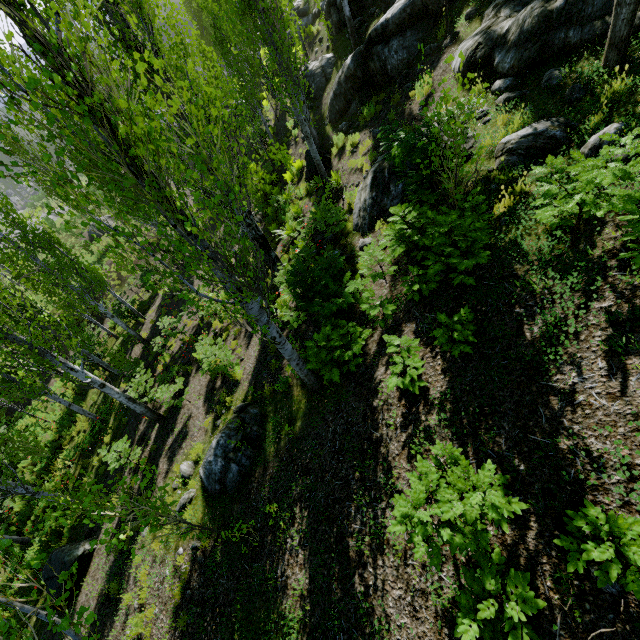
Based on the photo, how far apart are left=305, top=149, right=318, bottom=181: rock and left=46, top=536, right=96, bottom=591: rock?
14.8m

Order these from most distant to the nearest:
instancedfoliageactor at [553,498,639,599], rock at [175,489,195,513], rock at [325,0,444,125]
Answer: rock at [325,0,444,125] → rock at [175,489,195,513] → instancedfoliageactor at [553,498,639,599]

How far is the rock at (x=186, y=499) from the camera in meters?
7.6

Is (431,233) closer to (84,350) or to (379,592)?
(379,592)

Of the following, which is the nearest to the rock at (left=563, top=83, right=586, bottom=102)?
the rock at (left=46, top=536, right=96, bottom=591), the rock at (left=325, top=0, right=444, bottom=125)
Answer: the rock at (left=325, top=0, right=444, bottom=125)

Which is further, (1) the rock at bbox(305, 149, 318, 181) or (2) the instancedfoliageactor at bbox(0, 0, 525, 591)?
(1) the rock at bbox(305, 149, 318, 181)

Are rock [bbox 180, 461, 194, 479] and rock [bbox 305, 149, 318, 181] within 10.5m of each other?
no

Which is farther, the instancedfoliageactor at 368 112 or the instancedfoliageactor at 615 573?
the instancedfoliageactor at 368 112
